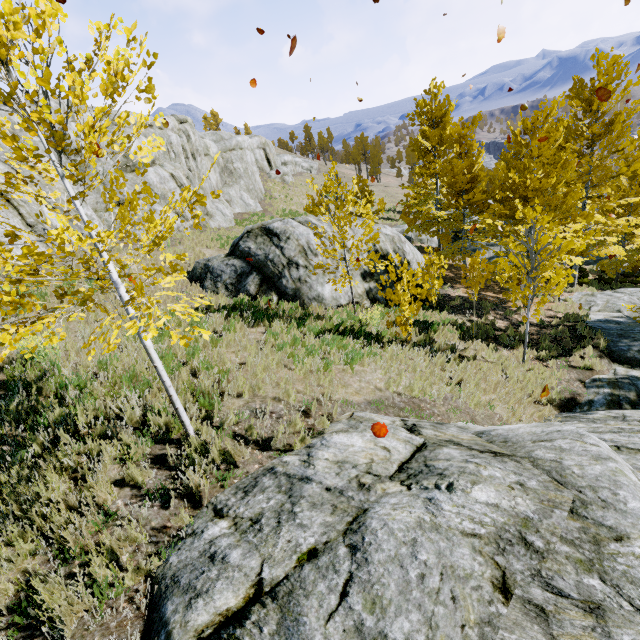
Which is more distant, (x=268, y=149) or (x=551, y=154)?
(x=268, y=149)

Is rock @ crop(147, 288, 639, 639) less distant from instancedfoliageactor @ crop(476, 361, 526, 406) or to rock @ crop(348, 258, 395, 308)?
instancedfoliageactor @ crop(476, 361, 526, 406)

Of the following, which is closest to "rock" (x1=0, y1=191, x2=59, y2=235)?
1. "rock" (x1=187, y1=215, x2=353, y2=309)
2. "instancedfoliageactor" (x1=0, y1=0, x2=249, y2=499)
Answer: "instancedfoliageactor" (x1=0, y1=0, x2=249, y2=499)

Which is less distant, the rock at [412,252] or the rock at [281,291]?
the rock at [281,291]

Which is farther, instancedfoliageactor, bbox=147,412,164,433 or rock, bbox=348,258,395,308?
rock, bbox=348,258,395,308

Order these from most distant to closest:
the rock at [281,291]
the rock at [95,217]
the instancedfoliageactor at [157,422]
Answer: the rock at [95,217]
the rock at [281,291]
the instancedfoliageactor at [157,422]
